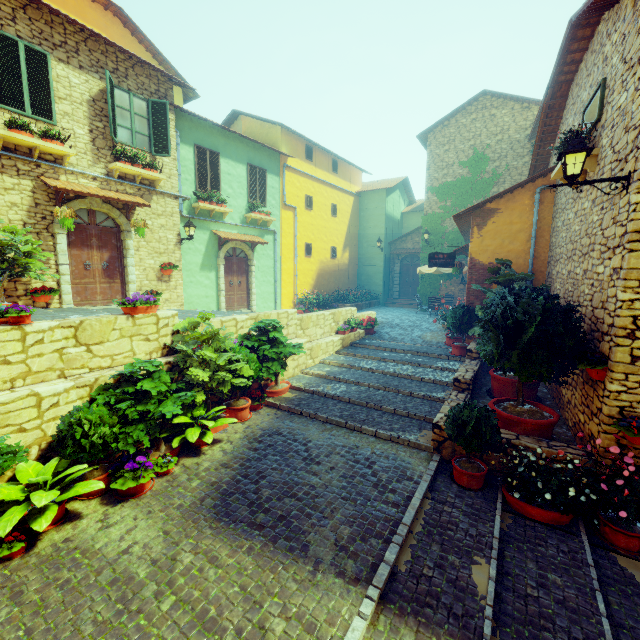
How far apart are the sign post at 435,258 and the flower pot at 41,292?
11.7m

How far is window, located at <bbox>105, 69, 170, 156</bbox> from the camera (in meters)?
9.06

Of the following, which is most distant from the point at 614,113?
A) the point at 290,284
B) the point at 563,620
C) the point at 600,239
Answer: the point at 290,284

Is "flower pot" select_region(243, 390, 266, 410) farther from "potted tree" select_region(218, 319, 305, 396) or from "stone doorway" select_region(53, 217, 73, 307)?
"stone doorway" select_region(53, 217, 73, 307)

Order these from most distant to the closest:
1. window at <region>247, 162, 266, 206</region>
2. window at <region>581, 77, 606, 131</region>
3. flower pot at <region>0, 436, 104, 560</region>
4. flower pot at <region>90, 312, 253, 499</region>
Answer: window at <region>247, 162, 266, 206</region>, window at <region>581, 77, 606, 131</region>, flower pot at <region>90, 312, 253, 499</region>, flower pot at <region>0, 436, 104, 560</region>

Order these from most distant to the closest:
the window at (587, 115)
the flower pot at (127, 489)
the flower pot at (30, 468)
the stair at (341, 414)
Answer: the stair at (341, 414)
the window at (587, 115)
the flower pot at (127, 489)
the flower pot at (30, 468)

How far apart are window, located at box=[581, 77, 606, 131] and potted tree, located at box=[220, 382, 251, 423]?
8.61m

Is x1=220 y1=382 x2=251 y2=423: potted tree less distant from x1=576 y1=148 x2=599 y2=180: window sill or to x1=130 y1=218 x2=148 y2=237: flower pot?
x1=130 y1=218 x2=148 y2=237: flower pot
